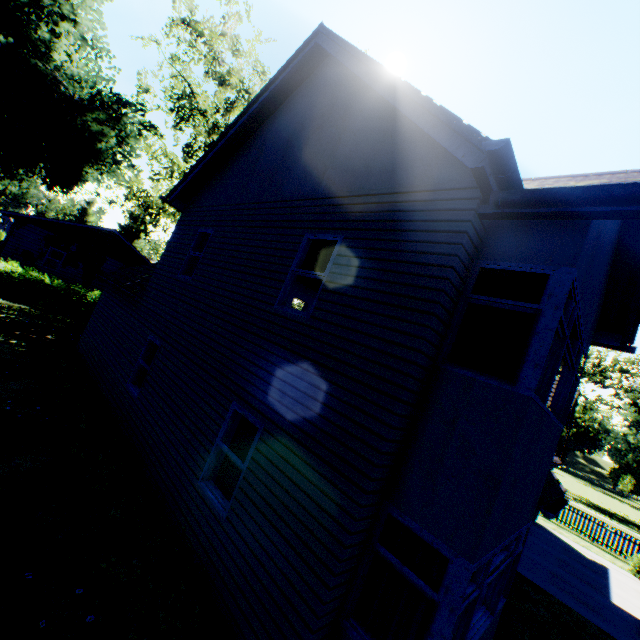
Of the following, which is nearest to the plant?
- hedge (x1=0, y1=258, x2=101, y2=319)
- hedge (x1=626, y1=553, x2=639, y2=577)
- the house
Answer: hedge (x1=0, y1=258, x2=101, y2=319)

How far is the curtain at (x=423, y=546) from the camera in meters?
3.8

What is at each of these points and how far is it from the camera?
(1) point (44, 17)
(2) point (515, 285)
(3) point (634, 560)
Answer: (1) plant, 22.7 meters
(2) curtain, 4.3 meters
(3) hedge, 15.8 meters

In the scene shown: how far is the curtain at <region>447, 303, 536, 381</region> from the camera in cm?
408

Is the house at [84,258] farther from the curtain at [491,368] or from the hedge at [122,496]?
the curtain at [491,368]

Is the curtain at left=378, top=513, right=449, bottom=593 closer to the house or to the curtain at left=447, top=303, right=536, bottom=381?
the curtain at left=447, top=303, right=536, bottom=381

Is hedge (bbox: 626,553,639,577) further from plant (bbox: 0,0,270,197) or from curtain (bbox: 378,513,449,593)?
plant (bbox: 0,0,270,197)

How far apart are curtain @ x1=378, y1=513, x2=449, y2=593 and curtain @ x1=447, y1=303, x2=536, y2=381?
2.2 meters
